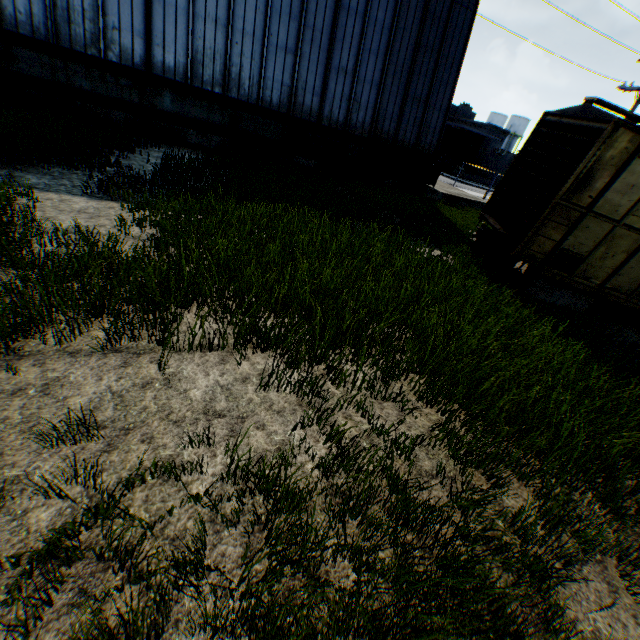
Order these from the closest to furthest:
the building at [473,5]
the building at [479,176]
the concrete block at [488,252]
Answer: the concrete block at [488,252], the building at [473,5], the building at [479,176]

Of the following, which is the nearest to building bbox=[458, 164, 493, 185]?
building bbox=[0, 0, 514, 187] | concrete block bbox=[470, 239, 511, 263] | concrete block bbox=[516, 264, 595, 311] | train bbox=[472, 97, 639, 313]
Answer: building bbox=[0, 0, 514, 187]

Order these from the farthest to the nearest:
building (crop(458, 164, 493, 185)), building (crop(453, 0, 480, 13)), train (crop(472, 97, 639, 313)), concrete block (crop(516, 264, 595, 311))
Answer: building (crop(458, 164, 493, 185)), building (crop(453, 0, 480, 13)), concrete block (crop(516, 264, 595, 311)), train (crop(472, 97, 639, 313))

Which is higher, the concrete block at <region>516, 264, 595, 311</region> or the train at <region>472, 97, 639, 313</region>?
the train at <region>472, 97, 639, 313</region>

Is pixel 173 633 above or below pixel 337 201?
below

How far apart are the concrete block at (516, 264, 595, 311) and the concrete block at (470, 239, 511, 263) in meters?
1.3

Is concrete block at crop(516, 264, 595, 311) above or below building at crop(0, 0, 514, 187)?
below

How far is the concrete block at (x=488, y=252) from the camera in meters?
10.2
